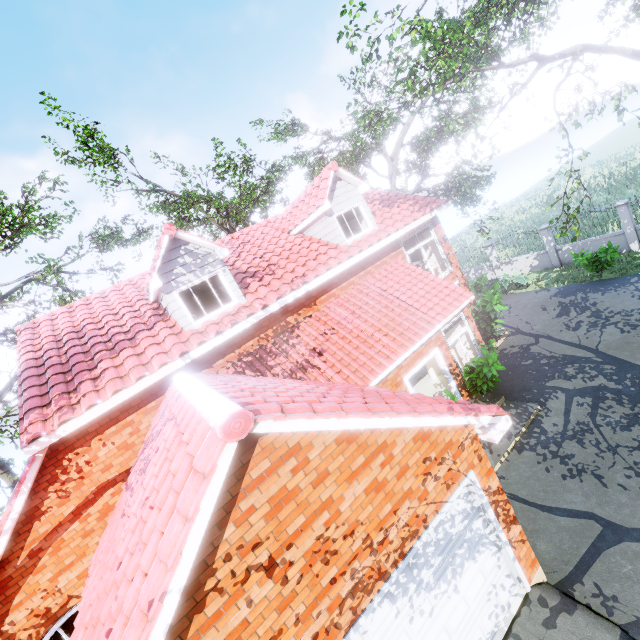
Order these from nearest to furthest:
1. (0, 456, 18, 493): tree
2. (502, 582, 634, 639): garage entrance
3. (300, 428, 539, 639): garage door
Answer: (300, 428, 539, 639): garage door → (502, 582, 634, 639): garage entrance → (0, 456, 18, 493): tree

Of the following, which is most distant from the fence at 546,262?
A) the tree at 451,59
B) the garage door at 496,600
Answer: the garage door at 496,600

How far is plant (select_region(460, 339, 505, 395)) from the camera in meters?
9.3

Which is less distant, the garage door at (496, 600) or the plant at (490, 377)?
the garage door at (496, 600)

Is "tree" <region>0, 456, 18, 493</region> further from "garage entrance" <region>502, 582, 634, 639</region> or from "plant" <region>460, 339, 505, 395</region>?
"plant" <region>460, 339, 505, 395</region>

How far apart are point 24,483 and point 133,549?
4.8m

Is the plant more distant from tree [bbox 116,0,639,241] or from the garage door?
tree [bbox 116,0,639,241]

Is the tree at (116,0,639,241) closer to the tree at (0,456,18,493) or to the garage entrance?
the garage entrance
